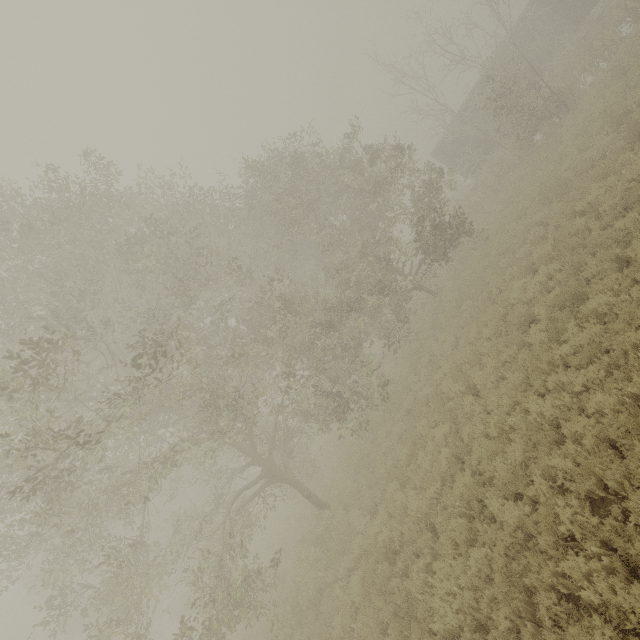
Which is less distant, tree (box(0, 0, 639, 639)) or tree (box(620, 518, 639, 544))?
tree (box(620, 518, 639, 544))

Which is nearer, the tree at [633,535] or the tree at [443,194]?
the tree at [633,535]

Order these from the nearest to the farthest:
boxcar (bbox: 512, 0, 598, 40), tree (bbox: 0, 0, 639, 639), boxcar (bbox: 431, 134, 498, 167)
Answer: tree (bbox: 0, 0, 639, 639)
boxcar (bbox: 512, 0, 598, 40)
boxcar (bbox: 431, 134, 498, 167)

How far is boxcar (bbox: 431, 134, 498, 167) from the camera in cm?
2550

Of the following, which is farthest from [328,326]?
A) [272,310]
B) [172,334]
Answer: [172,334]

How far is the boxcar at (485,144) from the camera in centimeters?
2550cm

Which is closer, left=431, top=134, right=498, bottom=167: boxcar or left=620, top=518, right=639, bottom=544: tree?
left=620, top=518, right=639, bottom=544: tree
